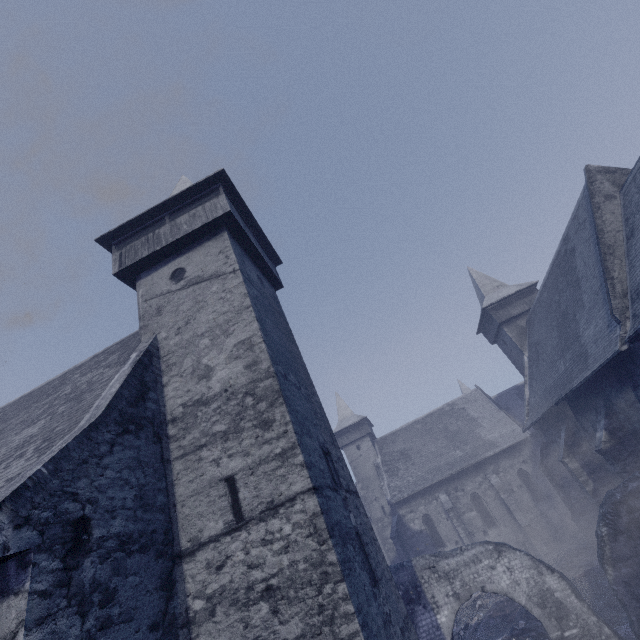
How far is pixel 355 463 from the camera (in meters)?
32.94

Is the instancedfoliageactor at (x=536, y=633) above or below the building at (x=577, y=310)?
below

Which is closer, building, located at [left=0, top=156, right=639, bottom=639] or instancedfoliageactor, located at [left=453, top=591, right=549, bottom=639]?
building, located at [left=0, top=156, right=639, bottom=639]

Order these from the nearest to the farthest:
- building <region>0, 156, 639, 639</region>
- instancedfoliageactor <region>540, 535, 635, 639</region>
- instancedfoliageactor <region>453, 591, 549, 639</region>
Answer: building <region>0, 156, 639, 639</region>
instancedfoliageactor <region>540, 535, 635, 639</region>
instancedfoliageactor <region>453, 591, 549, 639</region>

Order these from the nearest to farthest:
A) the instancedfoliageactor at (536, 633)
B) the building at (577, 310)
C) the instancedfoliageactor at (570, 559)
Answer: the building at (577, 310)
the instancedfoliageactor at (570, 559)
the instancedfoliageactor at (536, 633)

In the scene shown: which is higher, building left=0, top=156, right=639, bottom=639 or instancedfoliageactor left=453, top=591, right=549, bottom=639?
building left=0, top=156, right=639, bottom=639

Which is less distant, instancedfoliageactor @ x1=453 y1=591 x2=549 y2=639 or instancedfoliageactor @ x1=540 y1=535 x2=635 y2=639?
instancedfoliageactor @ x1=540 y1=535 x2=635 y2=639
